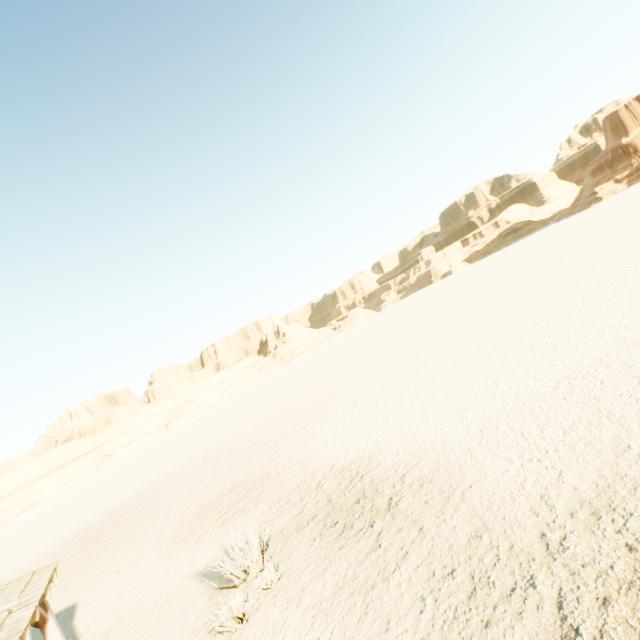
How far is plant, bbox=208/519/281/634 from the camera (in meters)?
6.75

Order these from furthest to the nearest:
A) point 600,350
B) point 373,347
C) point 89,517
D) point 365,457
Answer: point 373,347 < point 89,517 < point 365,457 < point 600,350

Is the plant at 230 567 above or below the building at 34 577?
below

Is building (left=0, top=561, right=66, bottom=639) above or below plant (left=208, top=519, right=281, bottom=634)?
above

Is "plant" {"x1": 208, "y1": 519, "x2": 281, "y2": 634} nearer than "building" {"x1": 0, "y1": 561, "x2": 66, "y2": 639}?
No

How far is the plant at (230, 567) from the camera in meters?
6.8
